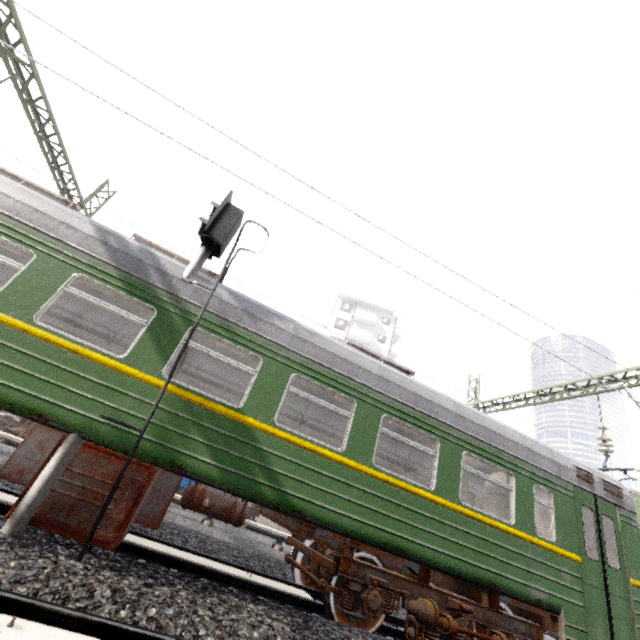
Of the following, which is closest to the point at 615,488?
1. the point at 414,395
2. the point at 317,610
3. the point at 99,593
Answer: the point at 414,395

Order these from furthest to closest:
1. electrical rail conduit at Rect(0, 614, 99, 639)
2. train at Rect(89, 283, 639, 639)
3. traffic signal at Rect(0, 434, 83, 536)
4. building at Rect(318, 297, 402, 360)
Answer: building at Rect(318, 297, 402, 360)
train at Rect(89, 283, 639, 639)
traffic signal at Rect(0, 434, 83, 536)
electrical rail conduit at Rect(0, 614, 99, 639)

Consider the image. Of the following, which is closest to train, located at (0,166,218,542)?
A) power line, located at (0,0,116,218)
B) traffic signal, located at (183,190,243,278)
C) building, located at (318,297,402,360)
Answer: traffic signal, located at (183,190,243,278)

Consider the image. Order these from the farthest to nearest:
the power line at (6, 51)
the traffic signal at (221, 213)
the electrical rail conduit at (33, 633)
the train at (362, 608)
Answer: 1. the power line at (6, 51)
2. the traffic signal at (221, 213)
3. the train at (362, 608)
4. the electrical rail conduit at (33, 633)

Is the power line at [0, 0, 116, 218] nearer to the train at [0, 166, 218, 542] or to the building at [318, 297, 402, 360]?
the train at [0, 166, 218, 542]

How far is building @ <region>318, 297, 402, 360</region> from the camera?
42.4m

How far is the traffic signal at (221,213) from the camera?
5.77m

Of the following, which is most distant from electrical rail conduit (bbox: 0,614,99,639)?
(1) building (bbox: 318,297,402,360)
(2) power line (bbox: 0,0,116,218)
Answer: (1) building (bbox: 318,297,402,360)
